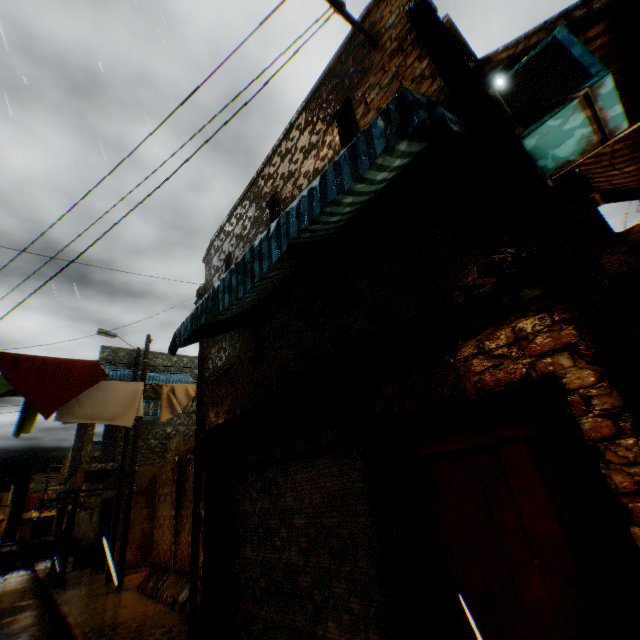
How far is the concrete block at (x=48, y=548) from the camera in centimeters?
2291cm

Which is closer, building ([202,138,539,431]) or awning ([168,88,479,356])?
awning ([168,88,479,356])

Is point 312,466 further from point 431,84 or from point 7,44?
point 7,44

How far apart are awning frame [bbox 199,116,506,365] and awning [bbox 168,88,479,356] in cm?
1

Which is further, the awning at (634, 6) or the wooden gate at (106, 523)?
the wooden gate at (106, 523)

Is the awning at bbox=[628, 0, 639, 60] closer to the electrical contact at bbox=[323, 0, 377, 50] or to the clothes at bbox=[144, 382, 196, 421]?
the electrical contact at bbox=[323, 0, 377, 50]

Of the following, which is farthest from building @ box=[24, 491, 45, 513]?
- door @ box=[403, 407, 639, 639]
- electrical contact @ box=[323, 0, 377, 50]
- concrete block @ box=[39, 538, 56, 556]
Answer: electrical contact @ box=[323, 0, 377, 50]

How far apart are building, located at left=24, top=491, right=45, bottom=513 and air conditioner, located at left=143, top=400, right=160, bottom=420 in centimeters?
6399cm
